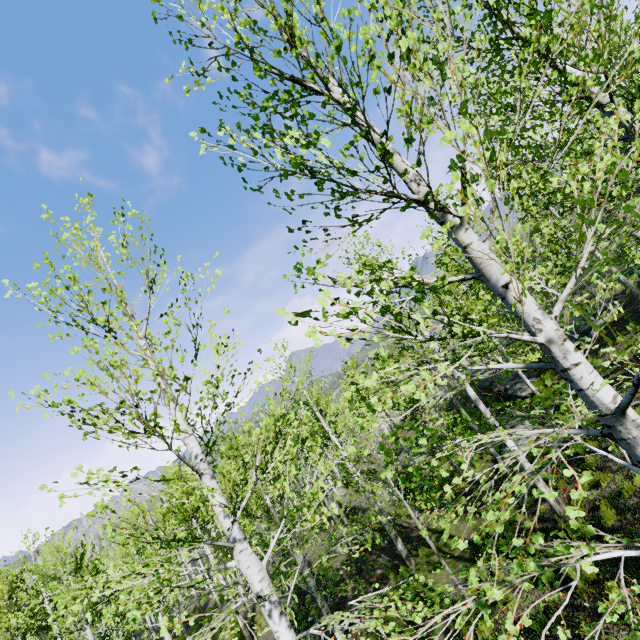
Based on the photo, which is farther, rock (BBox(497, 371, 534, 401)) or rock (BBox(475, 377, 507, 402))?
rock (BBox(475, 377, 507, 402))

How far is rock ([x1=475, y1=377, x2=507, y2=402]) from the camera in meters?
23.8

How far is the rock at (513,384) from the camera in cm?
1953

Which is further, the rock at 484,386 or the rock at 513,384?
the rock at 484,386

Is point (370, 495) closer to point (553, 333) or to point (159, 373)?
point (159, 373)
